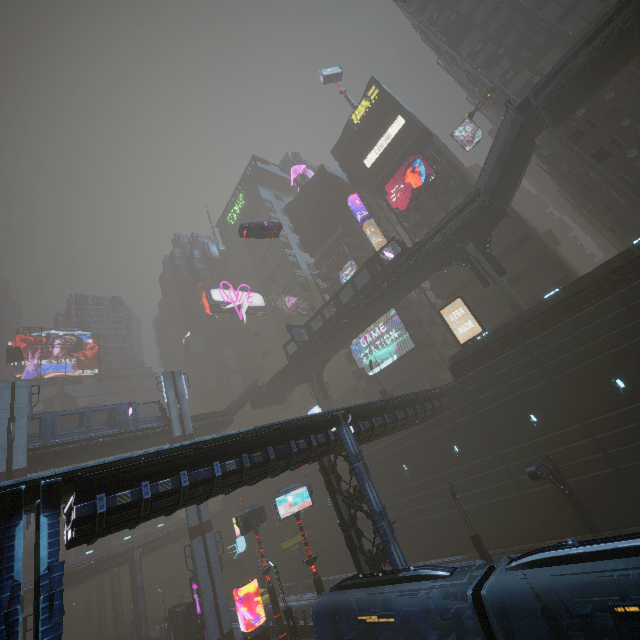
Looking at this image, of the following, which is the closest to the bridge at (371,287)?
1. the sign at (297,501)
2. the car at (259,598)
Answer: the sign at (297,501)

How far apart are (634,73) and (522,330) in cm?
2434

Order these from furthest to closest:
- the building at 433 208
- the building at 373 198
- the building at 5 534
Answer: the building at 373 198 < the building at 433 208 < the building at 5 534

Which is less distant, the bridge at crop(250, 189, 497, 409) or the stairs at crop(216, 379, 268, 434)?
the bridge at crop(250, 189, 497, 409)

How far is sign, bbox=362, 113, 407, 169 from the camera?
43.9m

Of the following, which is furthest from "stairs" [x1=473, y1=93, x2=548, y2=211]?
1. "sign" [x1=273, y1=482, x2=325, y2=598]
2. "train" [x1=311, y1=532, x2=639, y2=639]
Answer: "sign" [x1=273, y1=482, x2=325, y2=598]

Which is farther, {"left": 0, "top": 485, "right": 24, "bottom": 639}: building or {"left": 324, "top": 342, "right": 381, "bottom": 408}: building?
{"left": 324, "top": 342, "right": 381, "bottom": 408}: building

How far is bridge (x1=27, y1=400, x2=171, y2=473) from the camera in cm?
2973
